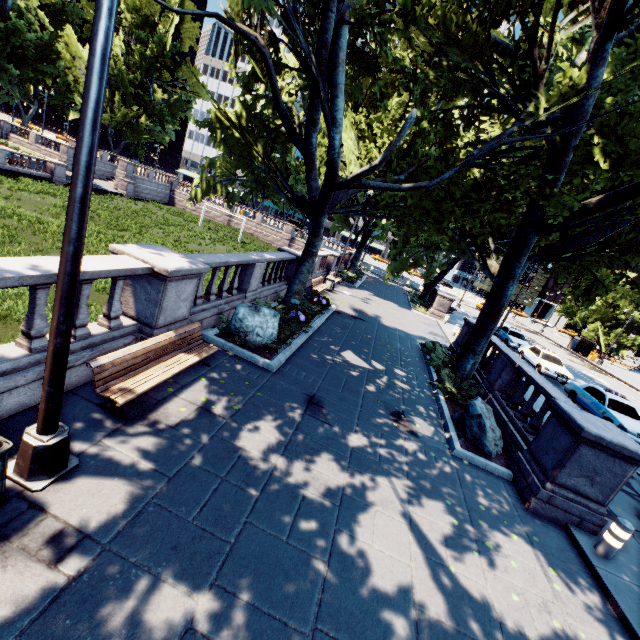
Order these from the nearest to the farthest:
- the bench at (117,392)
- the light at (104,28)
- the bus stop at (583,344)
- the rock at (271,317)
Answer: the light at (104,28)
the bench at (117,392)
the rock at (271,317)
the bus stop at (583,344)

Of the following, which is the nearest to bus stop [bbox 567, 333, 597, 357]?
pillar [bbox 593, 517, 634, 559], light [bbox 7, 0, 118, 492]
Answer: pillar [bbox 593, 517, 634, 559]

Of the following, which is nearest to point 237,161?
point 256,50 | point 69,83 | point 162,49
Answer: point 256,50

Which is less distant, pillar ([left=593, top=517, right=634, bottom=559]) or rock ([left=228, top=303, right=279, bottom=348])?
pillar ([left=593, top=517, right=634, bottom=559])

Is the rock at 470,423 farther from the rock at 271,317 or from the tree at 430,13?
the rock at 271,317

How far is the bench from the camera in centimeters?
519cm

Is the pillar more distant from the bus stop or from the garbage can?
the bus stop

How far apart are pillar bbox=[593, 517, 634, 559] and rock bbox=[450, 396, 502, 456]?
2.48m
